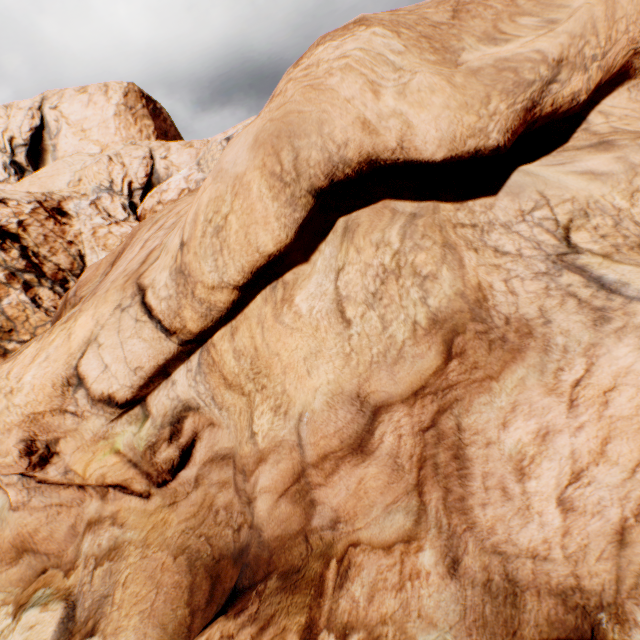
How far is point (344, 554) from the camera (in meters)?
5.95
